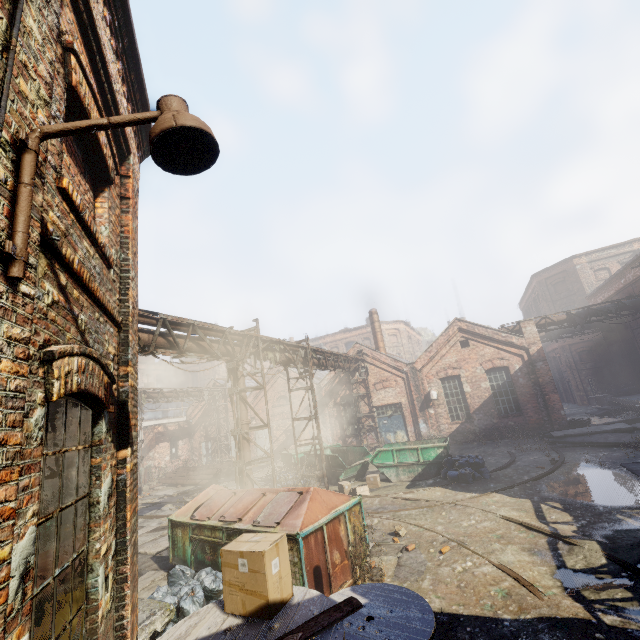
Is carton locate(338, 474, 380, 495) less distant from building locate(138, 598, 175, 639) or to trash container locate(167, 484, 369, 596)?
trash container locate(167, 484, 369, 596)

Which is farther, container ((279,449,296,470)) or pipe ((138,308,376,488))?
container ((279,449,296,470))

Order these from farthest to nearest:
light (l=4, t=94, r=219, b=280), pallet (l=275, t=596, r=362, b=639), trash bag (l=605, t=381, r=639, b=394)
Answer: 1. trash bag (l=605, t=381, r=639, b=394)
2. pallet (l=275, t=596, r=362, b=639)
3. light (l=4, t=94, r=219, b=280)

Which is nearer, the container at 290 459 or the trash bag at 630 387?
the container at 290 459

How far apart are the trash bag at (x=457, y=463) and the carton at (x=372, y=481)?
3.0m

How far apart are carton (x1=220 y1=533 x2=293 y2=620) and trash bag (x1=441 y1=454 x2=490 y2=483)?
11.0 meters

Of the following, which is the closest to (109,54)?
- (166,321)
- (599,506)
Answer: (166,321)

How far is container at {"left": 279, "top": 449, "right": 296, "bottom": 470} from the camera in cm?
1720
